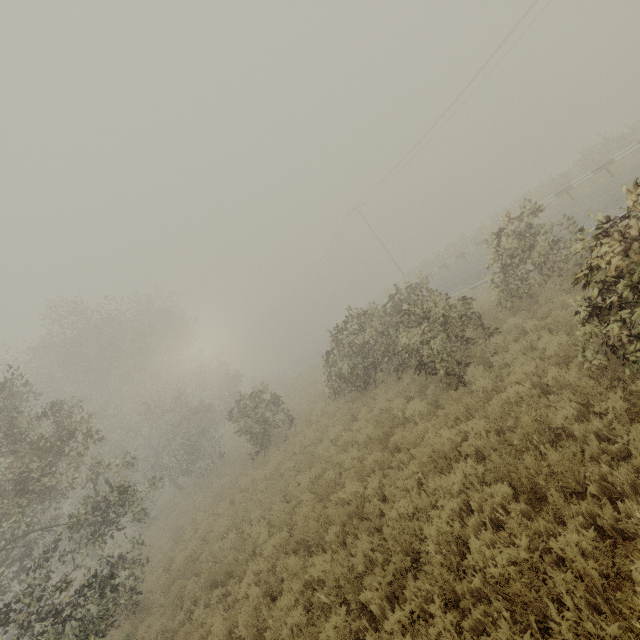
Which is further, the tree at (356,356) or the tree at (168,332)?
the tree at (168,332)

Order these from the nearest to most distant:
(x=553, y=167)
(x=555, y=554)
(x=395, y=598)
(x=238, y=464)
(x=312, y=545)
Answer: (x=555, y=554) < (x=395, y=598) < (x=312, y=545) < (x=238, y=464) < (x=553, y=167)

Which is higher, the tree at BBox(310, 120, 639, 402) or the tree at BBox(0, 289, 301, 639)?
the tree at BBox(0, 289, 301, 639)

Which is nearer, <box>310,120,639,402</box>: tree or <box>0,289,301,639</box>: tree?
<box>310,120,639,402</box>: tree

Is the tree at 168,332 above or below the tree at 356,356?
above
